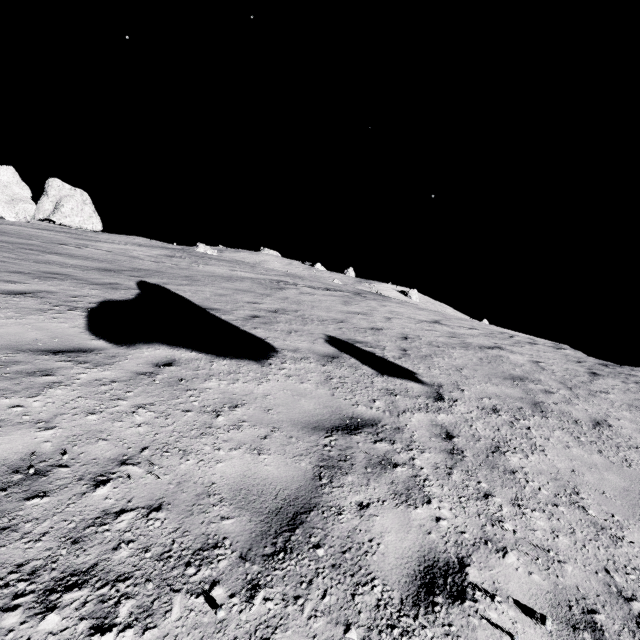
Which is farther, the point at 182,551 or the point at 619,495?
the point at 619,495
